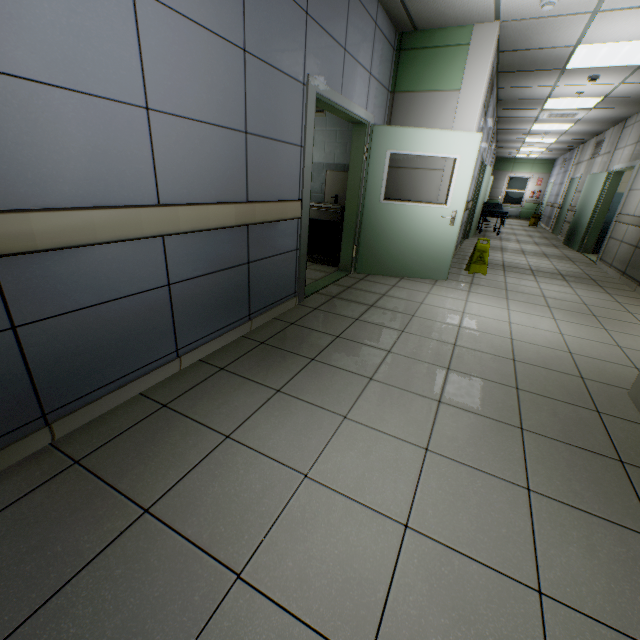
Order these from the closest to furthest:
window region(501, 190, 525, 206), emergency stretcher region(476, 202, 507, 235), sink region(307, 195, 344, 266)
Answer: sink region(307, 195, 344, 266), emergency stretcher region(476, 202, 507, 235), window region(501, 190, 525, 206)

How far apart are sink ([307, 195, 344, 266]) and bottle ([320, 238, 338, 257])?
0.0m

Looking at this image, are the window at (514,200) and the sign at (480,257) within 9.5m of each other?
no

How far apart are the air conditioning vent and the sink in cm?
634

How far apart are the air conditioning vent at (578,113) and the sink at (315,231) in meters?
6.3

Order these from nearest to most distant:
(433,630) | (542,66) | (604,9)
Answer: (433,630) < (604,9) < (542,66)

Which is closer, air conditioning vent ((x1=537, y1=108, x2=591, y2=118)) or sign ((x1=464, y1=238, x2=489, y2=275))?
sign ((x1=464, y1=238, x2=489, y2=275))

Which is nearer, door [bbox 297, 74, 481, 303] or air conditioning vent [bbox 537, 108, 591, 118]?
door [bbox 297, 74, 481, 303]
